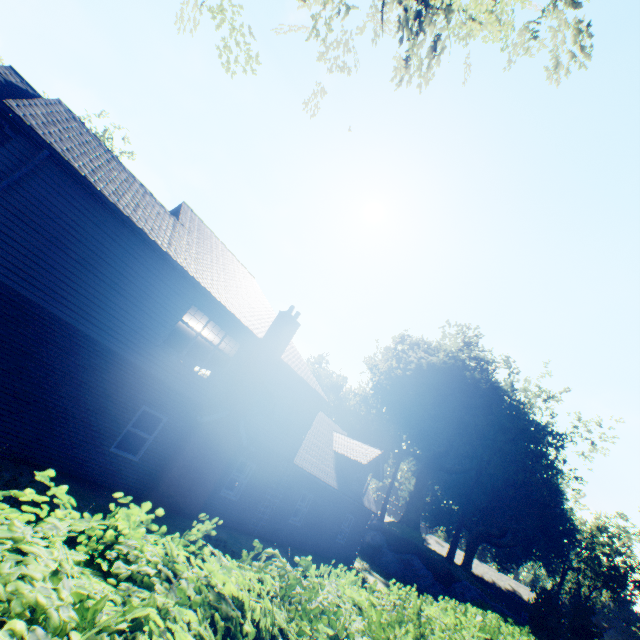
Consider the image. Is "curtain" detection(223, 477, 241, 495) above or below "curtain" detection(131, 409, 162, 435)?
below

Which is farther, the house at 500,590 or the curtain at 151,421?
the house at 500,590

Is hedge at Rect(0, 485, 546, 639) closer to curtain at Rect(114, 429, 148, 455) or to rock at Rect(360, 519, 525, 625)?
curtain at Rect(114, 429, 148, 455)

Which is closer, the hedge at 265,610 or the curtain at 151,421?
→ the hedge at 265,610

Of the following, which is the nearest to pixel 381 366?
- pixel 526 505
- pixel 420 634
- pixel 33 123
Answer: pixel 526 505

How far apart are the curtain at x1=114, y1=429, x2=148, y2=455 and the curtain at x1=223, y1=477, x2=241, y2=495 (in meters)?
3.92

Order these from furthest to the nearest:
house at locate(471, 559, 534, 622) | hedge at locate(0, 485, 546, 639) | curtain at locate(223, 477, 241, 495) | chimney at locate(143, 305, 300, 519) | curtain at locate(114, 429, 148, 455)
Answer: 1. house at locate(471, 559, 534, 622)
2. curtain at locate(223, 477, 241, 495)
3. chimney at locate(143, 305, 300, 519)
4. curtain at locate(114, 429, 148, 455)
5. hedge at locate(0, 485, 546, 639)

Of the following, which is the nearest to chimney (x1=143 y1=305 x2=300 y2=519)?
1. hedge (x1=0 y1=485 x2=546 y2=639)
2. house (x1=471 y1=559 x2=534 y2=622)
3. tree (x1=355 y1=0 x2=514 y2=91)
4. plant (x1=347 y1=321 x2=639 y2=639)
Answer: hedge (x1=0 y1=485 x2=546 y2=639)
